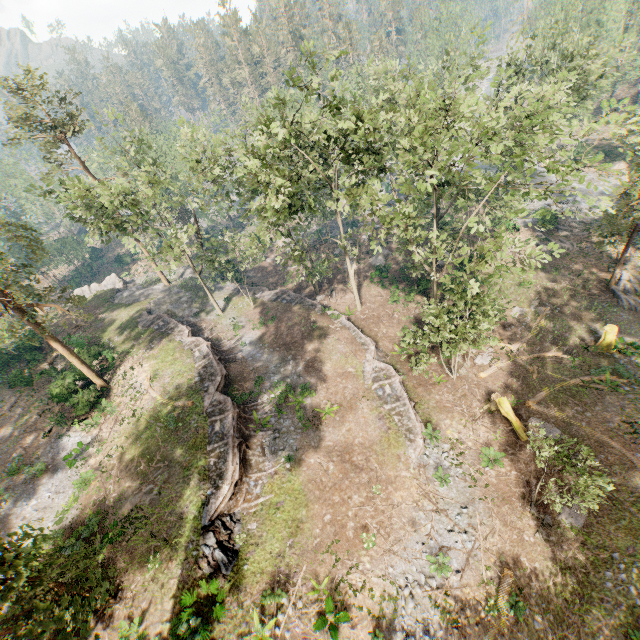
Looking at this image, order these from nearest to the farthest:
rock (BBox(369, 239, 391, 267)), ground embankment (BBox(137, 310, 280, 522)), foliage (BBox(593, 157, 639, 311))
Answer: ground embankment (BBox(137, 310, 280, 522)) < foliage (BBox(593, 157, 639, 311)) < rock (BBox(369, 239, 391, 267))

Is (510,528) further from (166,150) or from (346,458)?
(166,150)

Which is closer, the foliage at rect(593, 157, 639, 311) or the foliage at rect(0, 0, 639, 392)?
the foliage at rect(0, 0, 639, 392)

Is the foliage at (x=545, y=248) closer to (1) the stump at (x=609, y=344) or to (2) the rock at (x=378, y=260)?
(2) the rock at (x=378, y=260)

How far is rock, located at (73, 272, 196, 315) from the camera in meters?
39.3

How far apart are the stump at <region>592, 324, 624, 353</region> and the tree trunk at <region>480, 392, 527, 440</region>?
9.1m

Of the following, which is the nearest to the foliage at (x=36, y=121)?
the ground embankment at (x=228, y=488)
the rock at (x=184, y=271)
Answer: the rock at (x=184, y=271)
